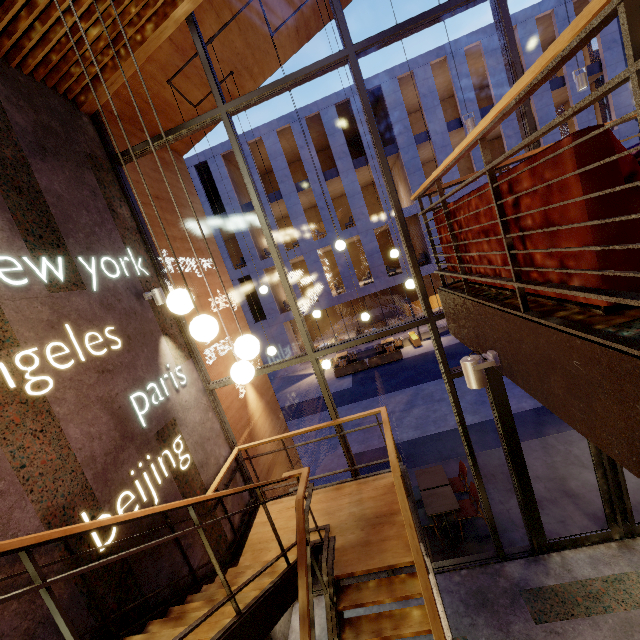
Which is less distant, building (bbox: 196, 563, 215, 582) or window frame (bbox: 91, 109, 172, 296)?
building (bbox: 196, 563, 215, 582)

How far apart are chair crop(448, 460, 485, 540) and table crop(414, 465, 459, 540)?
0.3 meters

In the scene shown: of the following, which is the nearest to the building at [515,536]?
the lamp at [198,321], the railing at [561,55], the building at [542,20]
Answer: the railing at [561,55]

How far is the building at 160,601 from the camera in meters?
3.1

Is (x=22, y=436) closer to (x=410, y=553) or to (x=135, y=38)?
(x=410, y=553)

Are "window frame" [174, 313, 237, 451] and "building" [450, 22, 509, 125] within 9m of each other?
no

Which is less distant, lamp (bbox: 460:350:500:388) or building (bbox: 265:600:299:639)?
lamp (bbox: 460:350:500:388)

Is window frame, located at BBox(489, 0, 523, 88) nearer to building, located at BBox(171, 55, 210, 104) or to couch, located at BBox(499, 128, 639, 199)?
building, located at BBox(171, 55, 210, 104)
